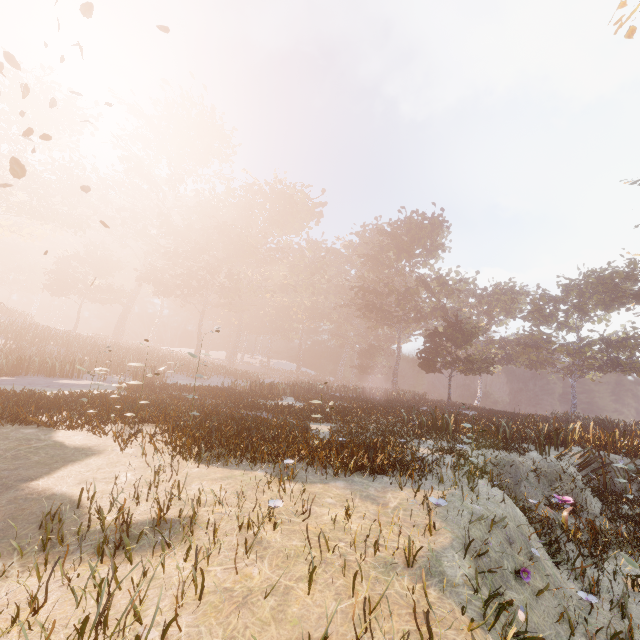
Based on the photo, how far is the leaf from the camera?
6.4 meters

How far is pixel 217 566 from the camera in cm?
350

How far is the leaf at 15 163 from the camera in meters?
6.4 m

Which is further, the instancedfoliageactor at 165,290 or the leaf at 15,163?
the instancedfoliageactor at 165,290

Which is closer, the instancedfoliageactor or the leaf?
the leaf
